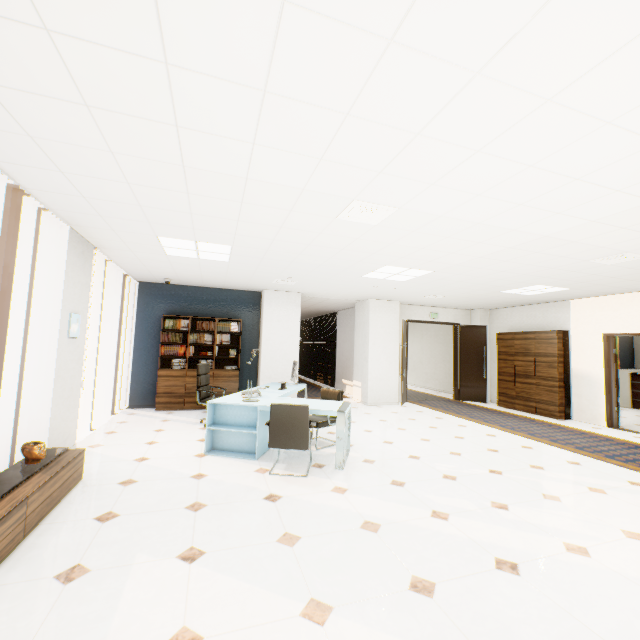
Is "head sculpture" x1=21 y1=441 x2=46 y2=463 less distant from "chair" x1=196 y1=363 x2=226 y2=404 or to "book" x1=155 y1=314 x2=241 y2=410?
"chair" x1=196 y1=363 x2=226 y2=404

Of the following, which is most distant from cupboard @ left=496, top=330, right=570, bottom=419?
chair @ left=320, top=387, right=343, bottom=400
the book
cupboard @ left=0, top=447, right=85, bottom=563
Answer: cupboard @ left=0, top=447, right=85, bottom=563

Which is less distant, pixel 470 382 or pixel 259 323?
pixel 259 323

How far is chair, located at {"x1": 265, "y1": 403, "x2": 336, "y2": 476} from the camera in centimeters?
391cm

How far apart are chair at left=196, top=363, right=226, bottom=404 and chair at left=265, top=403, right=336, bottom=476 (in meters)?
2.08

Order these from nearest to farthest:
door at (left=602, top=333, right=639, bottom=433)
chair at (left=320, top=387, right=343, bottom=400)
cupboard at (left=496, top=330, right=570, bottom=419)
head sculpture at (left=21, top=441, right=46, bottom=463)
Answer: head sculpture at (left=21, top=441, right=46, bottom=463)
chair at (left=320, top=387, right=343, bottom=400)
door at (left=602, top=333, right=639, bottom=433)
cupboard at (left=496, top=330, right=570, bottom=419)

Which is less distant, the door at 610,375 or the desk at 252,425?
the desk at 252,425

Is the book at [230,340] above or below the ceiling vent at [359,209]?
below
